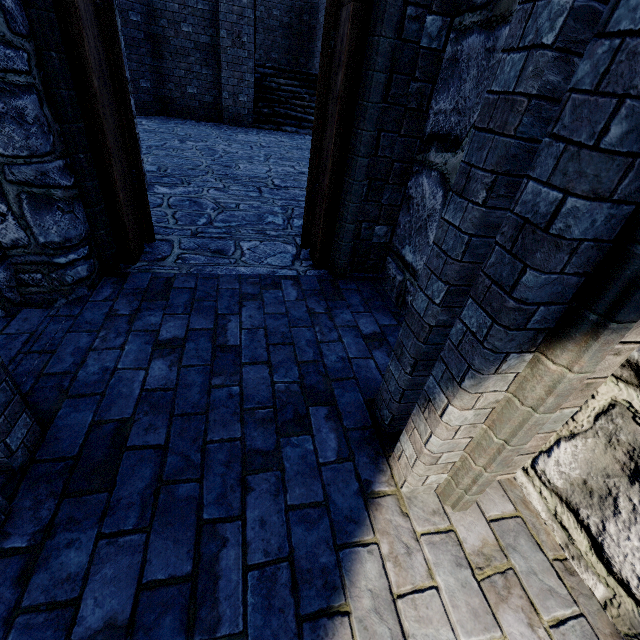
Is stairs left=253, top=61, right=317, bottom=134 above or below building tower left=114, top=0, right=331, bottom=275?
above

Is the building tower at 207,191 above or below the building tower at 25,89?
below

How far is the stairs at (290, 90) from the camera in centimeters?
1148cm

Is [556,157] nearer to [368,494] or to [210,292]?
[368,494]

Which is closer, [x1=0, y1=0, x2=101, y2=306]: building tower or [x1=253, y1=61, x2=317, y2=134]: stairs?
[x1=0, y1=0, x2=101, y2=306]: building tower

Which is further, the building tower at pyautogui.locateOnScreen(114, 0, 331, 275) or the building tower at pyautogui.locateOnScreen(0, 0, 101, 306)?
the building tower at pyautogui.locateOnScreen(114, 0, 331, 275)

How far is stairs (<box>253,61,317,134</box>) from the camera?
11.5m

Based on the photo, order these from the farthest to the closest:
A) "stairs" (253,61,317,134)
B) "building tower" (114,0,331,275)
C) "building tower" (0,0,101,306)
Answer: "stairs" (253,61,317,134)
"building tower" (114,0,331,275)
"building tower" (0,0,101,306)
